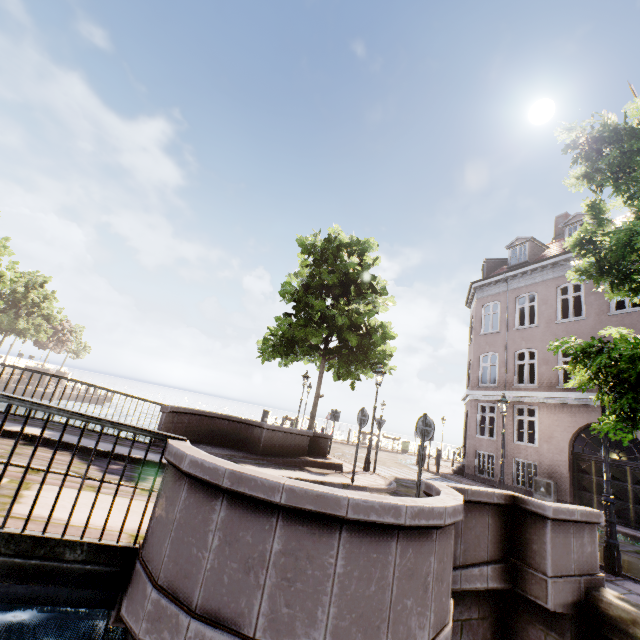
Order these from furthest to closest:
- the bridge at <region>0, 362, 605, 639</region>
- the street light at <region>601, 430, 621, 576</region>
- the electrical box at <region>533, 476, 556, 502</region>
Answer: the electrical box at <region>533, 476, 556, 502</region> → the street light at <region>601, 430, 621, 576</region> → the bridge at <region>0, 362, 605, 639</region>

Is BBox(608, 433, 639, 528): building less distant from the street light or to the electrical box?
the electrical box

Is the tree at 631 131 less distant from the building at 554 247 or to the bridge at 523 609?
the bridge at 523 609

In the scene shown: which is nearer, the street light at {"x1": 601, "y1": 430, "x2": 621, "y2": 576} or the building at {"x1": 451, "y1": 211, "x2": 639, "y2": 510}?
the street light at {"x1": 601, "y1": 430, "x2": 621, "y2": 576}

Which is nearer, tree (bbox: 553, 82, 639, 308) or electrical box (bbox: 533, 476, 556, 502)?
tree (bbox: 553, 82, 639, 308)

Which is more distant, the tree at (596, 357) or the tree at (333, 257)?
the tree at (333, 257)

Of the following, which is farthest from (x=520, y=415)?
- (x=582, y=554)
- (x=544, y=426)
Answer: (x=582, y=554)

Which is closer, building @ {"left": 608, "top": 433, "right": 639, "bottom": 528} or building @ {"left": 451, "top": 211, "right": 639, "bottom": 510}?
building @ {"left": 608, "top": 433, "right": 639, "bottom": 528}
